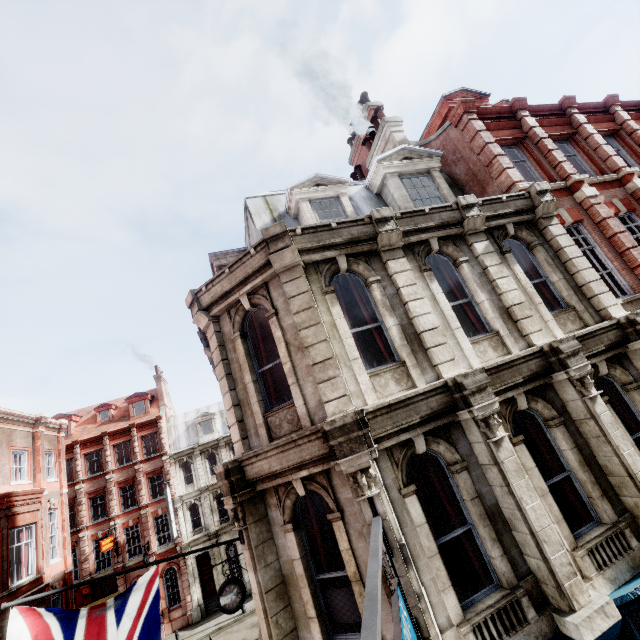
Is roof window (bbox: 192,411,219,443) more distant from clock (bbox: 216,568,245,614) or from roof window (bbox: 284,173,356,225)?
roof window (bbox: 284,173,356,225)

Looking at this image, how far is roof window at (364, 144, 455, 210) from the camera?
9.9m

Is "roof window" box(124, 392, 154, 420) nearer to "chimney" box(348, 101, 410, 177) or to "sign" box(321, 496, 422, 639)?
"chimney" box(348, 101, 410, 177)

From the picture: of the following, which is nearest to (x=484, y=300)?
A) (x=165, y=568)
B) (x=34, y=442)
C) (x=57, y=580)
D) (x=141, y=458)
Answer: (x=34, y=442)

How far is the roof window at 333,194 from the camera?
8.85m

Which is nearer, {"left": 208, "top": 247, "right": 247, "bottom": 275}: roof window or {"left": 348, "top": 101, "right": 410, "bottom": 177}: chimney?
{"left": 208, "top": 247, "right": 247, "bottom": 275}: roof window

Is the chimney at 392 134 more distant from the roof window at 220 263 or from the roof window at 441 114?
the roof window at 220 263

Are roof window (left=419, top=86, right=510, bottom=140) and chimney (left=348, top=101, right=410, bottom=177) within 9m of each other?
yes
